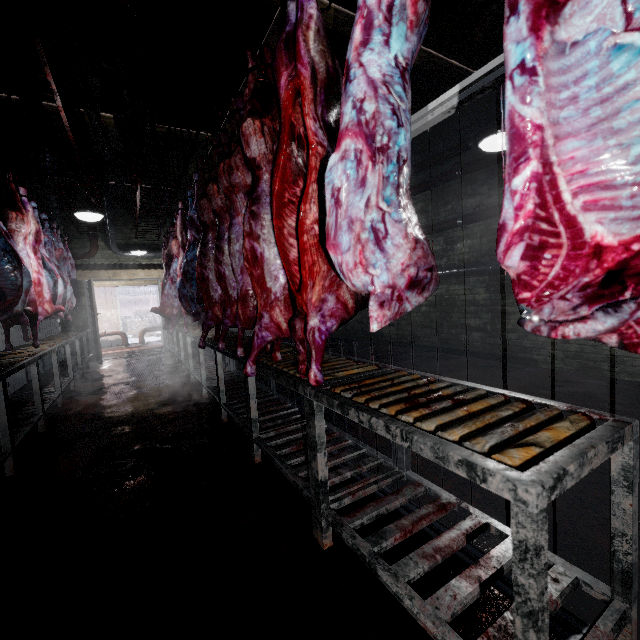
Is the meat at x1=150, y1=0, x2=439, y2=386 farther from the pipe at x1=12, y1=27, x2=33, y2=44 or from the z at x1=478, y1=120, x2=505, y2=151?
the z at x1=478, y1=120, x2=505, y2=151

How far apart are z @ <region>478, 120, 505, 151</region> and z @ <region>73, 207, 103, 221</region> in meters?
4.5

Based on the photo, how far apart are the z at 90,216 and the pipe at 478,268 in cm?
507

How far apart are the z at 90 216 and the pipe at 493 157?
5.0 meters

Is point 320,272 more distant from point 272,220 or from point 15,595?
point 15,595

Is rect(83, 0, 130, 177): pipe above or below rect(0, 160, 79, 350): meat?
above

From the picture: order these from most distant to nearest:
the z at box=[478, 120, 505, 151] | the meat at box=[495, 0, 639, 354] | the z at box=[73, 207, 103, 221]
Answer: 1. the z at box=[73, 207, 103, 221]
2. the z at box=[478, 120, 505, 151]
3. the meat at box=[495, 0, 639, 354]

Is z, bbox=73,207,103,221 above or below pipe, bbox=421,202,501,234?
above
